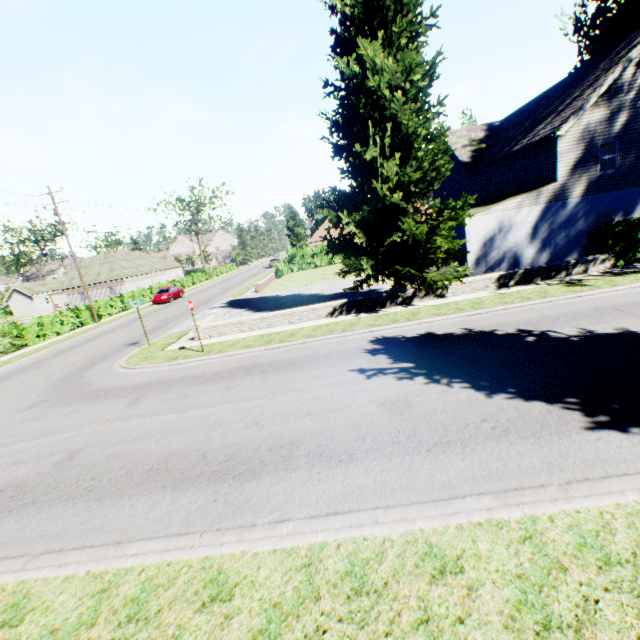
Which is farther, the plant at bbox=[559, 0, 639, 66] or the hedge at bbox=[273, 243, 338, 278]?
the hedge at bbox=[273, 243, 338, 278]

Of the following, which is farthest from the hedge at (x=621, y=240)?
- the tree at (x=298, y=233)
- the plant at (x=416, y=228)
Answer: the tree at (x=298, y=233)

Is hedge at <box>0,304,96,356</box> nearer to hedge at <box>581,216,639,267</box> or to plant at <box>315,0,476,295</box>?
hedge at <box>581,216,639,267</box>

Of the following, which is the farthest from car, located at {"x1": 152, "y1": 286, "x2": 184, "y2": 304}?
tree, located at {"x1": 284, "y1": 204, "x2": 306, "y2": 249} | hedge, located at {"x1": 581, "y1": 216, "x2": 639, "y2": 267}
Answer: hedge, located at {"x1": 581, "y1": 216, "x2": 639, "y2": 267}

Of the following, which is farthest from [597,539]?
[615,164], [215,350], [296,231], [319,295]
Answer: [296,231]

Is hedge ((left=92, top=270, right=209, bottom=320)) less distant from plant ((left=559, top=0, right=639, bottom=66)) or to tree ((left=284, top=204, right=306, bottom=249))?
tree ((left=284, top=204, right=306, bottom=249))

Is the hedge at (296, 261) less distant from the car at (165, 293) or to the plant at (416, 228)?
the plant at (416, 228)

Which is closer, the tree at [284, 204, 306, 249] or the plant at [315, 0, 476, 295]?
the plant at [315, 0, 476, 295]
